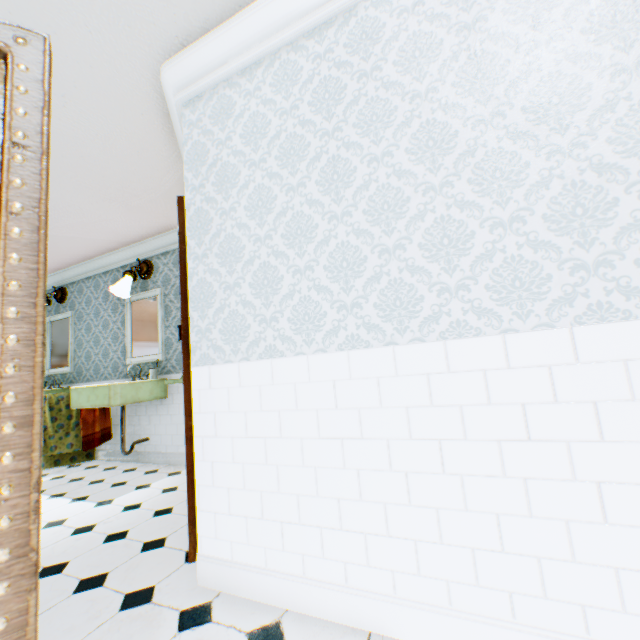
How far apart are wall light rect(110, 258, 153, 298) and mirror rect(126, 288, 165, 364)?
0.23m

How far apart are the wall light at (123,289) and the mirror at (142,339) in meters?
0.2 m

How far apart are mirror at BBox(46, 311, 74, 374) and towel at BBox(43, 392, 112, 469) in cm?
63

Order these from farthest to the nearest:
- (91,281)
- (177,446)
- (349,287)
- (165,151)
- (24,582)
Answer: (91,281) → (177,446) → (165,151) → (349,287) → (24,582)

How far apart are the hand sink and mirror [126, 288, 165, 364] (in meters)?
0.13

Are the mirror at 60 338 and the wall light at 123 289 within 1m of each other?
no

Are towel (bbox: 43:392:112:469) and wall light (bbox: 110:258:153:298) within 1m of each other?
no

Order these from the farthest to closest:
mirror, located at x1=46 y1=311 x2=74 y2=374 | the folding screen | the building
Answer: mirror, located at x1=46 y1=311 x2=74 y2=374, the building, the folding screen
